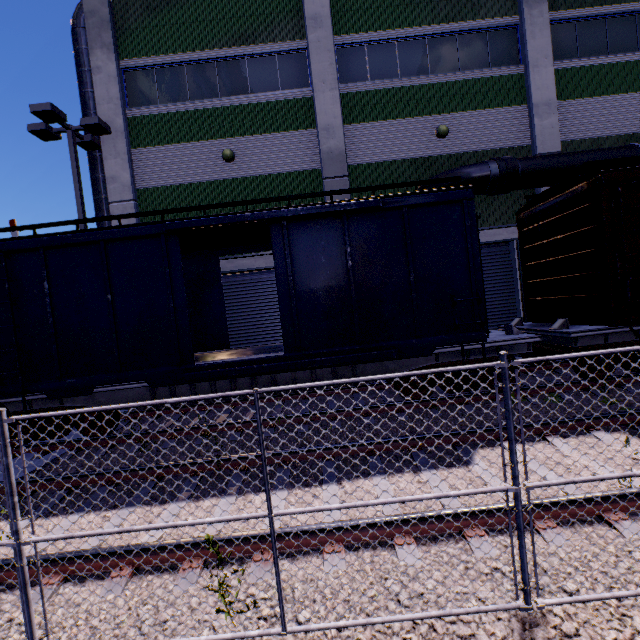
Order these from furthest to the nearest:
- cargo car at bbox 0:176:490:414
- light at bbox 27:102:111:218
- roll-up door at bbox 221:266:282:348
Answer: roll-up door at bbox 221:266:282:348 → light at bbox 27:102:111:218 → cargo car at bbox 0:176:490:414

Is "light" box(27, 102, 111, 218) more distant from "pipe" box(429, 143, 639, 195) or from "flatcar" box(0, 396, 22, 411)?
"pipe" box(429, 143, 639, 195)

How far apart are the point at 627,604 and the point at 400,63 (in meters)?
15.38

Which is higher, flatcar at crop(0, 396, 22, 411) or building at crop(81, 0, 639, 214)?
building at crop(81, 0, 639, 214)

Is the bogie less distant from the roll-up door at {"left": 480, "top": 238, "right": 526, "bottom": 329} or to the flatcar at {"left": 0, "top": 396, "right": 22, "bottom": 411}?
the flatcar at {"left": 0, "top": 396, "right": 22, "bottom": 411}

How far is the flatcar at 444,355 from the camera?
7.2 meters

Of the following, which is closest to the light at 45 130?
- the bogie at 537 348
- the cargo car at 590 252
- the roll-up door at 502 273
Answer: the cargo car at 590 252

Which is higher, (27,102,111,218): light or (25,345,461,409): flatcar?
(27,102,111,218): light
